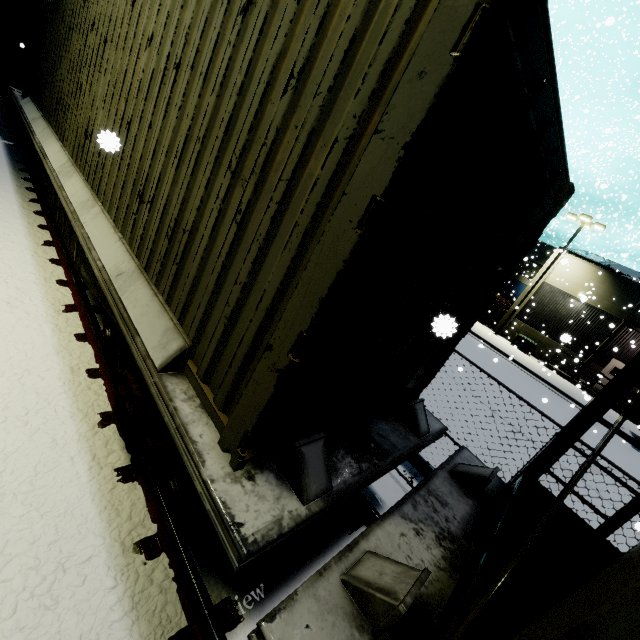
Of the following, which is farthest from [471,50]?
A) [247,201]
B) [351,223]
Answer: [247,201]

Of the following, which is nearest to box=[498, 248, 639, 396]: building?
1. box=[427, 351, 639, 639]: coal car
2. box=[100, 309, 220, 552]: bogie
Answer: box=[427, 351, 639, 639]: coal car

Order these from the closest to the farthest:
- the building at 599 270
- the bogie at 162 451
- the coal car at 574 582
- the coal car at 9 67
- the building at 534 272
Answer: the coal car at 574 582, the bogie at 162 451, the coal car at 9 67, the building at 599 270, the building at 534 272

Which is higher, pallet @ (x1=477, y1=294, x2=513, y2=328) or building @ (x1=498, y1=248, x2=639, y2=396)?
building @ (x1=498, y1=248, x2=639, y2=396)

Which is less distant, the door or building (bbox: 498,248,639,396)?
building (bbox: 498,248,639,396)

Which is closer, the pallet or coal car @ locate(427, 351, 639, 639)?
coal car @ locate(427, 351, 639, 639)

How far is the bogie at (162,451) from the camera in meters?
2.3 m

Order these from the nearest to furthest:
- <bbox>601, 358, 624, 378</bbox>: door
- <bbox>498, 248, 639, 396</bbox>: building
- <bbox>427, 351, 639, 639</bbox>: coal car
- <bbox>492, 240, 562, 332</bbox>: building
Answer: <bbox>427, 351, 639, 639</bbox>: coal car → <bbox>498, 248, 639, 396</bbox>: building → <bbox>601, 358, 624, 378</bbox>: door → <bbox>492, 240, 562, 332</bbox>: building
